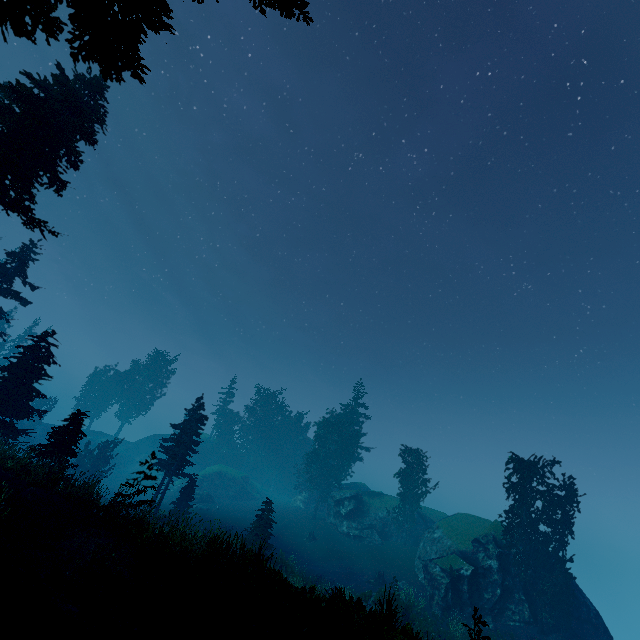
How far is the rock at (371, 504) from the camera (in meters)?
39.19

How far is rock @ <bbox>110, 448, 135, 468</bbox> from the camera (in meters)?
57.44

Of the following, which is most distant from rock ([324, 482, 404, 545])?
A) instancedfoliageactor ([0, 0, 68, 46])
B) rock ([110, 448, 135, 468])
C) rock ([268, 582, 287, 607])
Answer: rock ([268, 582, 287, 607])

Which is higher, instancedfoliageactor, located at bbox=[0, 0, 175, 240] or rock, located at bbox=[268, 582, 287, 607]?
instancedfoliageactor, located at bbox=[0, 0, 175, 240]

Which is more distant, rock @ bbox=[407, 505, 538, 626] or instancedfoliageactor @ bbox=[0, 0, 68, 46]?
rock @ bbox=[407, 505, 538, 626]

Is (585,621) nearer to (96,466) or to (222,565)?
(222,565)

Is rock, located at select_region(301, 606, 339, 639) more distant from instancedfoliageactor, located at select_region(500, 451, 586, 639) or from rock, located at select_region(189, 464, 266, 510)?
rock, located at select_region(189, 464, 266, 510)
